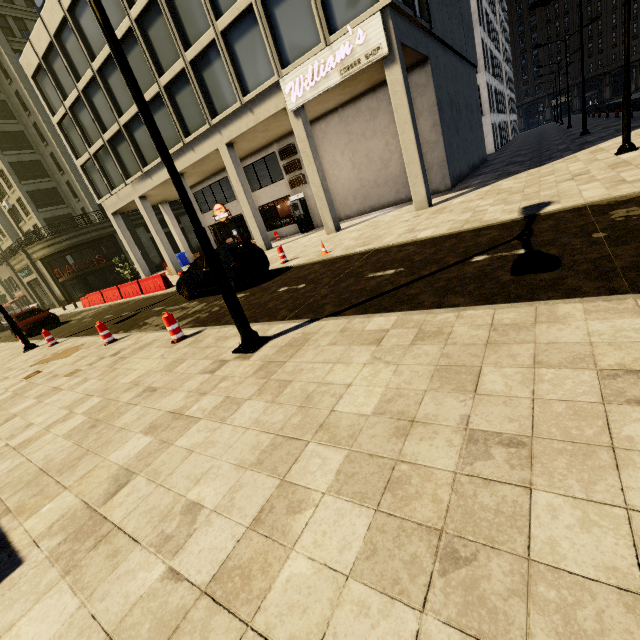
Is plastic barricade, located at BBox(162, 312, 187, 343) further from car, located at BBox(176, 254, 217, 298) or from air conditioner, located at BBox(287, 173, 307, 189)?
air conditioner, located at BBox(287, 173, 307, 189)

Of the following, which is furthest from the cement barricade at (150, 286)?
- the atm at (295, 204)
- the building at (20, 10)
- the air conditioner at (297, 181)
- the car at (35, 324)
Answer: the air conditioner at (297, 181)

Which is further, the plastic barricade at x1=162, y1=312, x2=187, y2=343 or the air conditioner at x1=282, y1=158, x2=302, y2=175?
the air conditioner at x1=282, y1=158, x2=302, y2=175

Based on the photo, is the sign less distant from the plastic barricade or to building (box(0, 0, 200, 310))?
building (box(0, 0, 200, 310))

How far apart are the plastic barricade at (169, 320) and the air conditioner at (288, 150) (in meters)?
16.50

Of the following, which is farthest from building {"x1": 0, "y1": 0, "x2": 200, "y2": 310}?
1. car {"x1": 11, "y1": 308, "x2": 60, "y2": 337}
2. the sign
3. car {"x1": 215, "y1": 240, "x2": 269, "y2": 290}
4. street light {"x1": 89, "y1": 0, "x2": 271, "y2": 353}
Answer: street light {"x1": 89, "y1": 0, "x2": 271, "y2": 353}

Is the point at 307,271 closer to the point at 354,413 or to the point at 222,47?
the point at 354,413

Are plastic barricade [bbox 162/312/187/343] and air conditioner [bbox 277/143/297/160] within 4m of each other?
no
